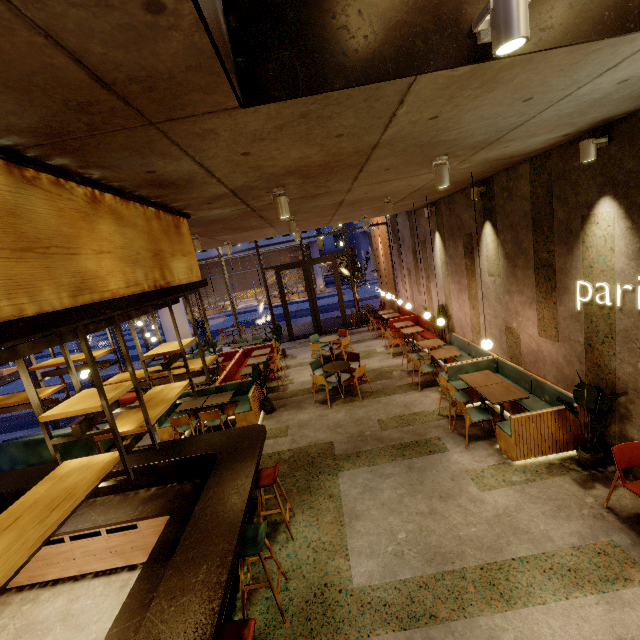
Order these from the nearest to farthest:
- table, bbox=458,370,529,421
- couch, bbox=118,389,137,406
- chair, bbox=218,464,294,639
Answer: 1. chair, bbox=218,464,294,639
2. table, bbox=458,370,529,421
3. couch, bbox=118,389,137,406

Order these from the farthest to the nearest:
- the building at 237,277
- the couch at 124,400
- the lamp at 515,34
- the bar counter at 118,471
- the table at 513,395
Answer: the building at 237,277 < the couch at 124,400 < the table at 513,395 < the bar counter at 118,471 < the lamp at 515,34

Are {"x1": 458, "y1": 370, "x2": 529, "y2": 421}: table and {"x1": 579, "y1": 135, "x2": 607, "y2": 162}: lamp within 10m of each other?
yes

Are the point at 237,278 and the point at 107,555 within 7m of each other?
no

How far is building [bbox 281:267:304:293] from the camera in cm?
4095

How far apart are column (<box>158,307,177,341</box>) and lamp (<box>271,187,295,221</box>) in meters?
13.1 m

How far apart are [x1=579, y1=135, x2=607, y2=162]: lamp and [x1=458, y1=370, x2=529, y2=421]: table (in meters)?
3.60

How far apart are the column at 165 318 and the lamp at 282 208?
13.1m
